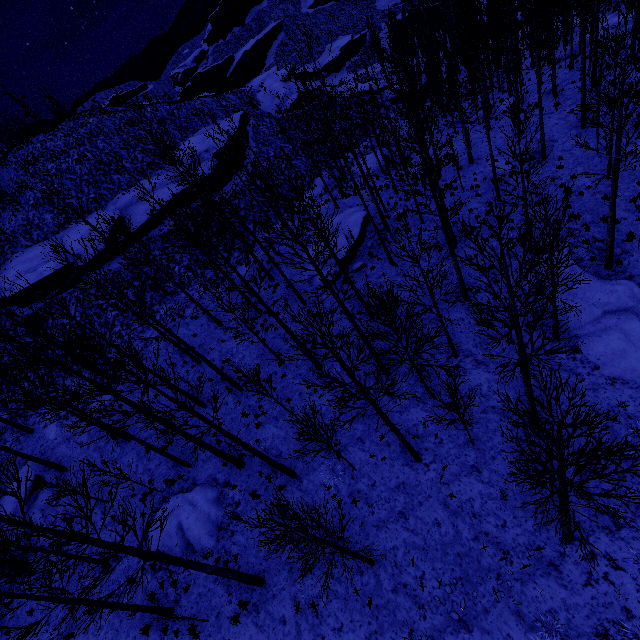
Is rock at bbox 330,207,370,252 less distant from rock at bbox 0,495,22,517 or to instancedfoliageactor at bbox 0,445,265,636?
instancedfoliageactor at bbox 0,445,265,636

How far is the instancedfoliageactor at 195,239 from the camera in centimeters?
858cm

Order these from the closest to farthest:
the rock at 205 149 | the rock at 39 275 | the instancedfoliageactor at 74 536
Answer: the instancedfoliageactor at 74 536, the rock at 39 275, the rock at 205 149

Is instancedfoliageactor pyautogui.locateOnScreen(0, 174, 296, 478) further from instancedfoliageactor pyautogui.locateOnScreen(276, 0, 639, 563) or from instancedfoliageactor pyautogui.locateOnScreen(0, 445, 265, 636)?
instancedfoliageactor pyautogui.locateOnScreen(276, 0, 639, 563)

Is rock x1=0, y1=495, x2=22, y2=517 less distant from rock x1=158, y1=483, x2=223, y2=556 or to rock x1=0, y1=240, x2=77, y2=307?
rock x1=158, y1=483, x2=223, y2=556

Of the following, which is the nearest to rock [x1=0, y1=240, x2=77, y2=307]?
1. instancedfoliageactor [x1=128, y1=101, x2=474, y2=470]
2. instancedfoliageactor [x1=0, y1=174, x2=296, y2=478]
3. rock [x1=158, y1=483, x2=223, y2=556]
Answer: instancedfoliageactor [x1=128, y1=101, x2=474, y2=470]

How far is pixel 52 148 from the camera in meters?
38.8 m

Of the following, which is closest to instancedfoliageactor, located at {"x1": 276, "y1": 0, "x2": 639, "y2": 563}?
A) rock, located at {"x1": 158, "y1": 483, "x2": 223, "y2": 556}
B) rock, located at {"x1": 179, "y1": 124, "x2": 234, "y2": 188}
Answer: rock, located at {"x1": 179, "y1": 124, "x2": 234, "y2": 188}
